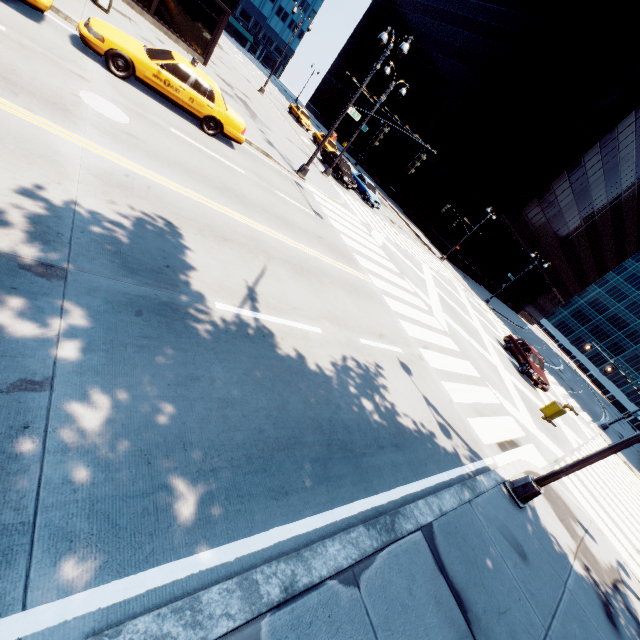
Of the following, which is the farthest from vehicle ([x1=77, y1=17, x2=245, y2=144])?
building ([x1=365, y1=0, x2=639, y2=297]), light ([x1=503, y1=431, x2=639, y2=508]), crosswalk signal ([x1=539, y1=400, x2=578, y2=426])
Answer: building ([x1=365, y1=0, x2=639, y2=297])

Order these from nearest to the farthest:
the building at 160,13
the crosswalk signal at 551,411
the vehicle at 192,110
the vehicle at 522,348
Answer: the crosswalk signal at 551,411, the vehicle at 192,110, the building at 160,13, the vehicle at 522,348

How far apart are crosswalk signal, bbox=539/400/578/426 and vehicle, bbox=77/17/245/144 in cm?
1274

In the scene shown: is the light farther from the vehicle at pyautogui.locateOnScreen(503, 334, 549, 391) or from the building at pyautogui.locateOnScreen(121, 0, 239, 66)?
the building at pyautogui.locateOnScreen(121, 0, 239, 66)

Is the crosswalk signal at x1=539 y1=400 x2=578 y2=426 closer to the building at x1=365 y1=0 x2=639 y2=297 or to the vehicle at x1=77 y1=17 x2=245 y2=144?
the vehicle at x1=77 y1=17 x2=245 y2=144

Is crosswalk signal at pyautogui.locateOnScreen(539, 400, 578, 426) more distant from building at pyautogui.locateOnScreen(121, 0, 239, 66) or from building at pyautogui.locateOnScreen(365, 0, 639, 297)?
building at pyautogui.locateOnScreen(365, 0, 639, 297)

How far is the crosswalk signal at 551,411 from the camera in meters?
4.6 m

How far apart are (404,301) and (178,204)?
9.96m
